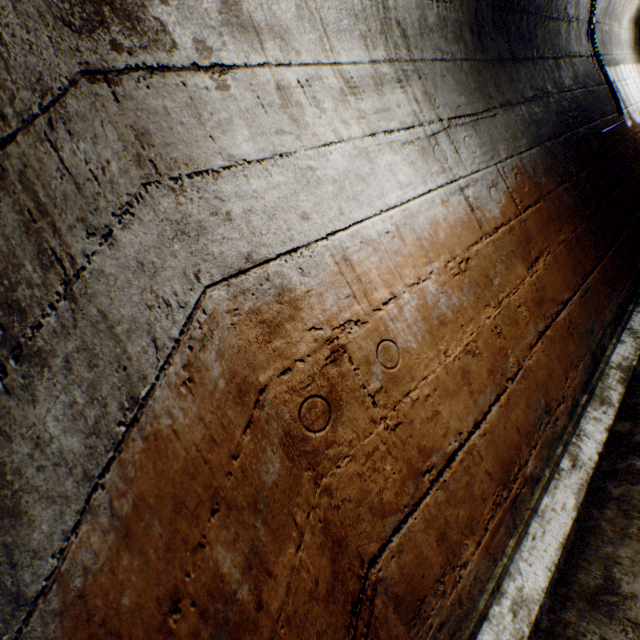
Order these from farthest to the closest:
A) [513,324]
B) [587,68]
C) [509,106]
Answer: [587,68] → [509,106] → [513,324]
